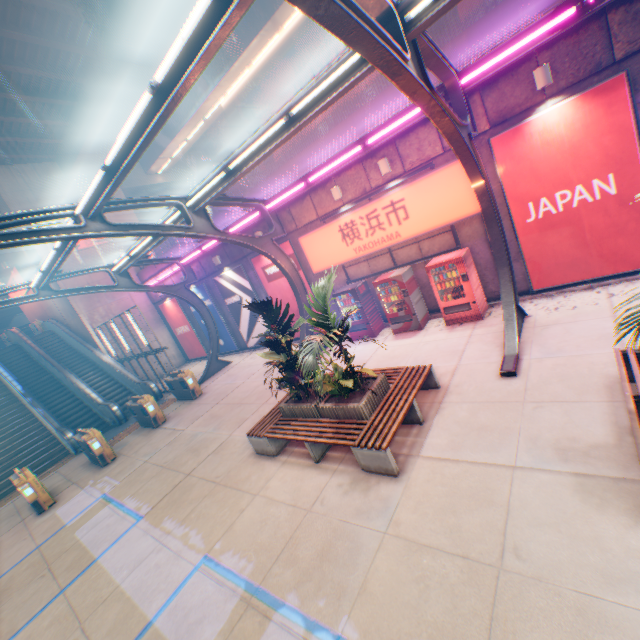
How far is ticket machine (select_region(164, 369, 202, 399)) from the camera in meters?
14.1

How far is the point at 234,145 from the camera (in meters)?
39.47

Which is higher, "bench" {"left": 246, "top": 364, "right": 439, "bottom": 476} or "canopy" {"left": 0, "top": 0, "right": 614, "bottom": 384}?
"canopy" {"left": 0, "top": 0, "right": 614, "bottom": 384}

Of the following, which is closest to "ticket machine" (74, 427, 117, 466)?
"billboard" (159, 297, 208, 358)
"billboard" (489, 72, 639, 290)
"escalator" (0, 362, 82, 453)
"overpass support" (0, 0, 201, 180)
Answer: "escalator" (0, 362, 82, 453)

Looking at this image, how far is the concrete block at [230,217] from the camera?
14.2m

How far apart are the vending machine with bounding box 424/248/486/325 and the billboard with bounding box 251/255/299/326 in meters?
5.3

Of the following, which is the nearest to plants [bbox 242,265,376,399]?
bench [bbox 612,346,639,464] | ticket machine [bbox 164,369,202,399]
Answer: bench [bbox 612,346,639,464]

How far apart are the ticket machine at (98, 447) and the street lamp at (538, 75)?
16.4m
